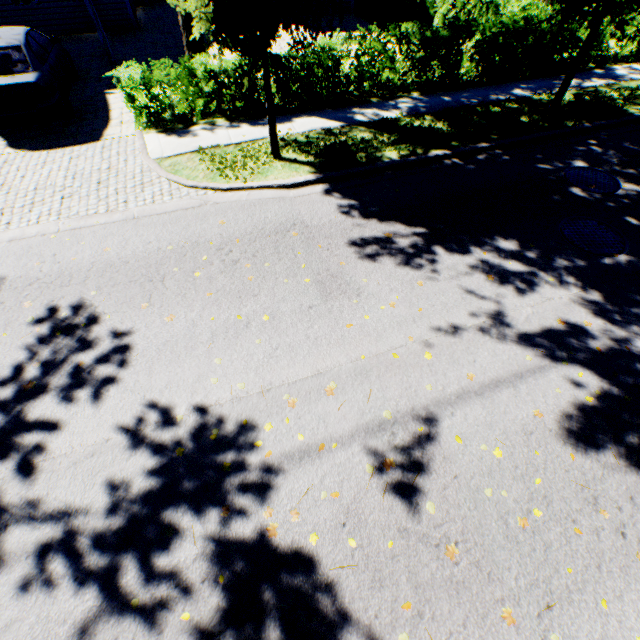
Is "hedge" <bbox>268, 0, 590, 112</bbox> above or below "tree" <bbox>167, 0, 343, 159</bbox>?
below

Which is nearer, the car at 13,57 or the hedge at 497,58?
the car at 13,57

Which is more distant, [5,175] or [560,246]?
[5,175]

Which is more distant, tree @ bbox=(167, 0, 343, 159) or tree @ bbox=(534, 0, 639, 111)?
tree @ bbox=(534, 0, 639, 111)

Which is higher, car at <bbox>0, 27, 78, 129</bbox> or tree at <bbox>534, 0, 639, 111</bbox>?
tree at <bbox>534, 0, 639, 111</bbox>

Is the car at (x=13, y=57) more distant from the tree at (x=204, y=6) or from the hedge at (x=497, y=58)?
the hedge at (x=497, y=58)

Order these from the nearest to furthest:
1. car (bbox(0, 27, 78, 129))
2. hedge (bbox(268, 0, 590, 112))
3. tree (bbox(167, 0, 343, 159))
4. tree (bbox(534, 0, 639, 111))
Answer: tree (bbox(167, 0, 343, 159)), tree (bbox(534, 0, 639, 111)), car (bbox(0, 27, 78, 129)), hedge (bbox(268, 0, 590, 112))
